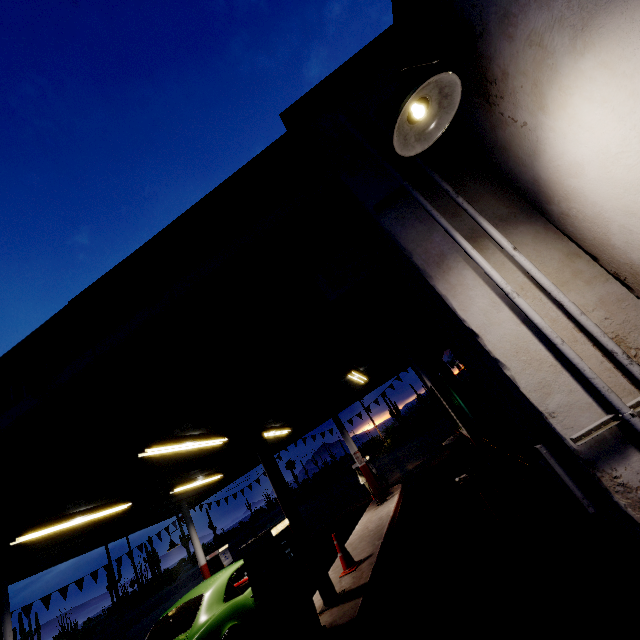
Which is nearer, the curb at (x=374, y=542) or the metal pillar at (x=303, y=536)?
the curb at (x=374, y=542)

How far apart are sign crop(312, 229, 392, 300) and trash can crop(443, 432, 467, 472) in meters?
8.1 m

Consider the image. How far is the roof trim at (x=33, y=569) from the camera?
9.63m

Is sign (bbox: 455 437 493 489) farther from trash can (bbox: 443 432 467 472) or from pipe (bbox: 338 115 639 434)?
pipe (bbox: 338 115 639 434)

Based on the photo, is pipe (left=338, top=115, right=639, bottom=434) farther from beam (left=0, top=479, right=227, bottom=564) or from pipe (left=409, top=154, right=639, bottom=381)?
beam (left=0, top=479, right=227, bottom=564)

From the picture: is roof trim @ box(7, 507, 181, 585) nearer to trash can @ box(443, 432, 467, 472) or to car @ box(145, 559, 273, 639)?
trash can @ box(443, 432, 467, 472)

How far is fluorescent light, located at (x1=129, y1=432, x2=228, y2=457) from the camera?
6.38m

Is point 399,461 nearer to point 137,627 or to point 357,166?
point 137,627
